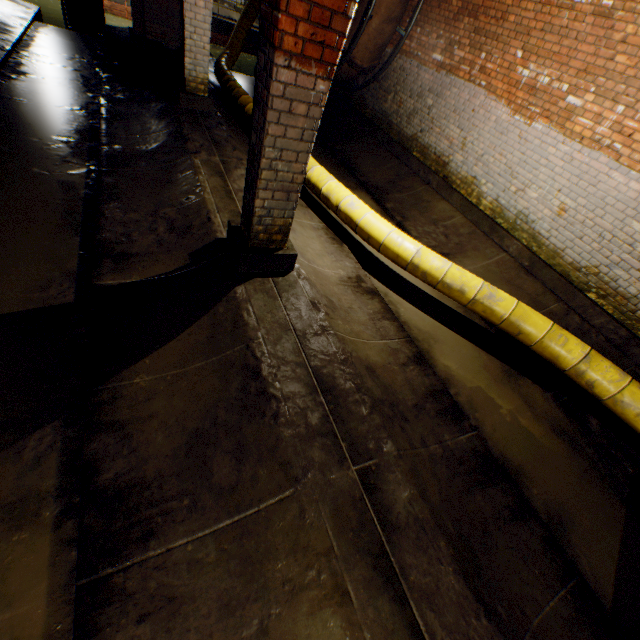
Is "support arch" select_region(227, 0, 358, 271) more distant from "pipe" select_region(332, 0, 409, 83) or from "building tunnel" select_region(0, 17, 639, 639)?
"pipe" select_region(332, 0, 409, 83)

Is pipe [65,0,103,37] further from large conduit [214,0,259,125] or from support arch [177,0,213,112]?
support arch [177,0,213,112]

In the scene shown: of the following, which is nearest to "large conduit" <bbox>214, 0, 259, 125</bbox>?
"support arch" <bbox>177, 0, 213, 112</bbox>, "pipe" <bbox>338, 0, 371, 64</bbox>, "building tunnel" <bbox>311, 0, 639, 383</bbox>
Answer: "building tunnel" <bbox>311, 0, 639, 383</bbox>

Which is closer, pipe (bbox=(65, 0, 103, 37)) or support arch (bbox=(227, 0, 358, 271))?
support arch (bbox=(227, 0, 358, 271))

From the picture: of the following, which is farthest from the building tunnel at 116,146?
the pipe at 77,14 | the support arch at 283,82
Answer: the pipe at 77,14

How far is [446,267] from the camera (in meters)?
4.29

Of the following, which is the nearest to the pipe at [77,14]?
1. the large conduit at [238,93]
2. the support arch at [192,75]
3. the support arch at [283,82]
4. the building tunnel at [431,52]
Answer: the building tunnel at [431,52]

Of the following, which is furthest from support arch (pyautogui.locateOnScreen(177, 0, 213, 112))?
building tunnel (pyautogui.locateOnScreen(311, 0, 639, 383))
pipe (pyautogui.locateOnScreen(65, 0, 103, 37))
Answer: pipe (pyautogui.locateOnScreen(65, 0, 103, 37))
